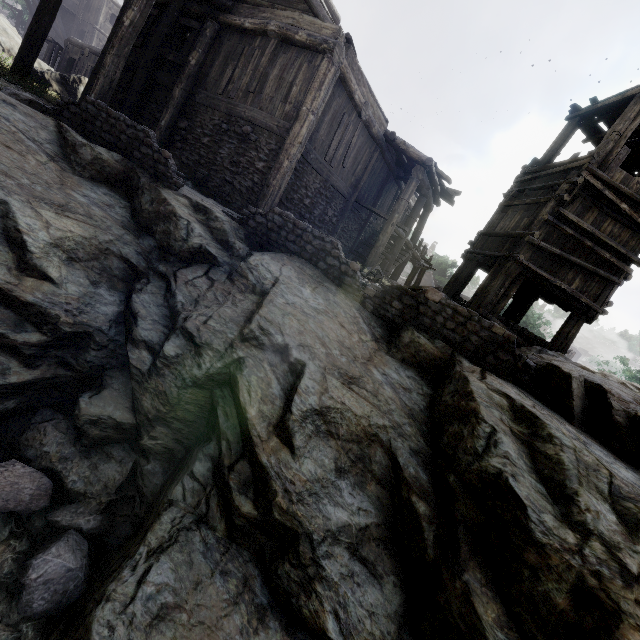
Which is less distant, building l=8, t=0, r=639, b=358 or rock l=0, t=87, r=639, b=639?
rock l=0, t=87, r=639, b=639

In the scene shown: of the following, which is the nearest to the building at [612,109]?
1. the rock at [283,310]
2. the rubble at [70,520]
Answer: the rock at [283,310]

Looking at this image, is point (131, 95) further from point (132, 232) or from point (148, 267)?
point (148, 267)

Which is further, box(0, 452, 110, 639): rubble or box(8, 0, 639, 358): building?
box(8, 0, 639, 358): building

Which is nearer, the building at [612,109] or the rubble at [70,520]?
the rubble at [70,520]

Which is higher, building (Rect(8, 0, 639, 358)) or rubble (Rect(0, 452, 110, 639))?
building (Rect(8, 0, 639, 358))

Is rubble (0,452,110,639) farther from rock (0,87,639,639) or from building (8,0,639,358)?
building (8,0,639,358)
